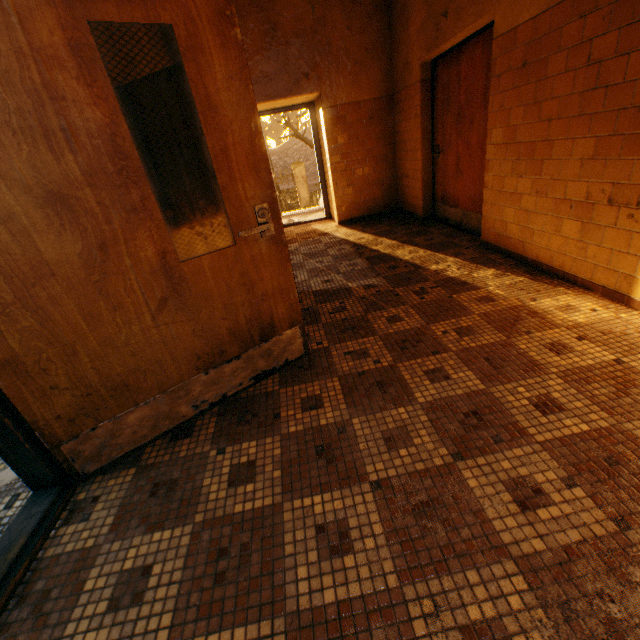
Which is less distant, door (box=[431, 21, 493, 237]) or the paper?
the paper

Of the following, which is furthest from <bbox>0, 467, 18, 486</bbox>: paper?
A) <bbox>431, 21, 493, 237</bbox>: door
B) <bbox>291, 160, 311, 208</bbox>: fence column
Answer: <bbox>291, 160, 311, 208</bbox>: fence column

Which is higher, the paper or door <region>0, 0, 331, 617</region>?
door <region>0, 0, 331, 617</region>

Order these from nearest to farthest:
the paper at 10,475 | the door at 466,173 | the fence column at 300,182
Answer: the paper at 10,475, the door at 466,173, the fence column at 300,182

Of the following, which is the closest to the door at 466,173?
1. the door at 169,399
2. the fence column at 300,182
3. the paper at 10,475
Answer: the door at 169,399

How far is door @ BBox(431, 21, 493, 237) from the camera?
3.6m

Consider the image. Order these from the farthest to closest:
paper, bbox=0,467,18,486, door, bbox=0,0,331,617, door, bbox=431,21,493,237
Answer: door, bbox=431,21,493,237 < paper, bbox=0,467,18,486 < door, bbox=0,0,331,617

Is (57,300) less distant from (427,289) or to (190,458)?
(190,458)
